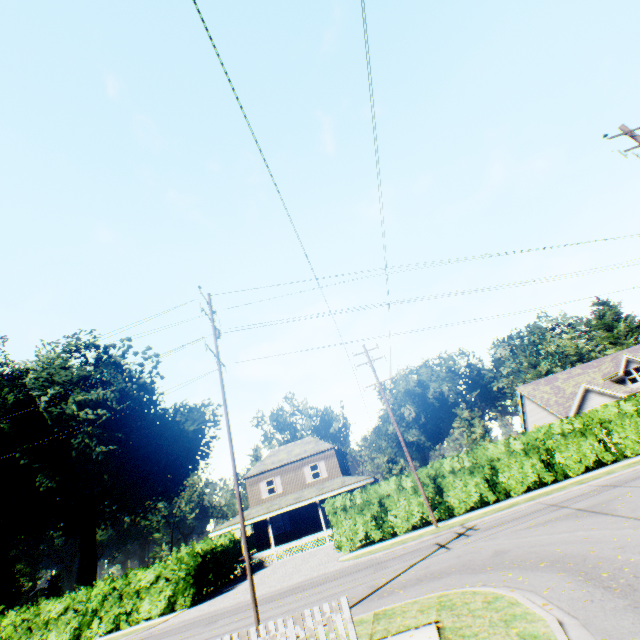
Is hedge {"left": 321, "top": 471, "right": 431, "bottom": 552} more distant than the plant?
No

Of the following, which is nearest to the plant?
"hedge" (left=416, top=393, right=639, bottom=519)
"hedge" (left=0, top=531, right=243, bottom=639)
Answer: "hedge" (left=0, top=531, right=243, bottom=639)

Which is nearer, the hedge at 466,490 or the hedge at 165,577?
the hedge at 466,490

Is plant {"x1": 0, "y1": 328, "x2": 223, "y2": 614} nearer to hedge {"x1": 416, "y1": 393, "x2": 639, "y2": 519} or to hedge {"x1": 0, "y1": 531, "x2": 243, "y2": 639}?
hedge {"x1": 0, "y1": 531, "x2": 243, "y2": 639}

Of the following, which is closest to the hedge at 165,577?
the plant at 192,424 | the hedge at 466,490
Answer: the hedge at 466,490

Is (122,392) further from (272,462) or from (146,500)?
(272,462)
